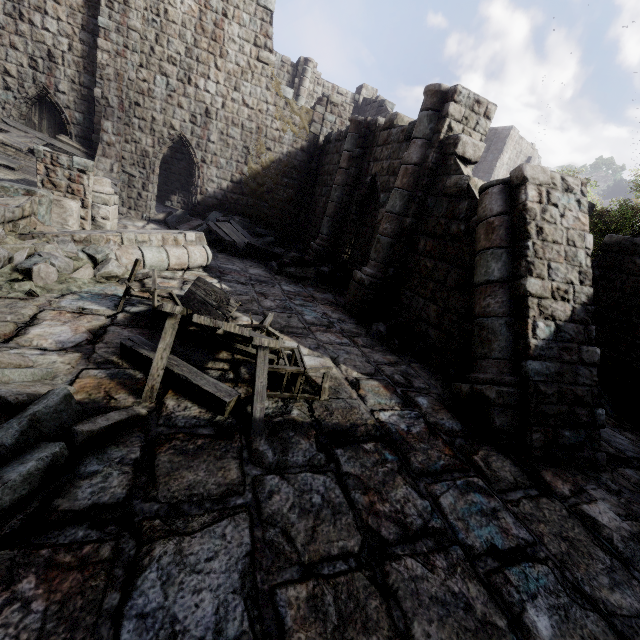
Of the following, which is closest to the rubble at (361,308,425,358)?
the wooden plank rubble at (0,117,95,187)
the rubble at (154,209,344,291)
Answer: the rubble at (154,209,344,291)

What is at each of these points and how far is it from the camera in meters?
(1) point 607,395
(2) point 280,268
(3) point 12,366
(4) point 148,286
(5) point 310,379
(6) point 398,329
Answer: (1) rubble, 8.0
(2) rubble, 12.3
(3) rubble, 3.6
(4) broken furniture, 5.7
(5) building, 5.2
(6) rubble, 8.2

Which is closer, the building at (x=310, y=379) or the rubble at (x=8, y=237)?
the building at (x=310, y=379)

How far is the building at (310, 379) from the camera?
4.82m

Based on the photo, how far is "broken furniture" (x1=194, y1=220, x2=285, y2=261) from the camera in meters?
12.7

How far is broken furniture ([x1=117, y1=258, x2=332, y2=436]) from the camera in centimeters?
376cm

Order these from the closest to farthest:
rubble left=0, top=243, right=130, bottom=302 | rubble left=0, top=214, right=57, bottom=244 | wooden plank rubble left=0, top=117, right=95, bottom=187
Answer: rubble left=0, top=243, right=130, bottom=302
rubble left=0, top=214, right=57, bottom=244
wooden plank rubble left=0, top=117, right=95, bottom=187

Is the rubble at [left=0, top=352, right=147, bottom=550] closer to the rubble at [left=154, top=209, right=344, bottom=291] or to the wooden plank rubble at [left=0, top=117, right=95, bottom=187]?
the wooden plank rubble at [left=0, top=117, right=95, bottom=187]
